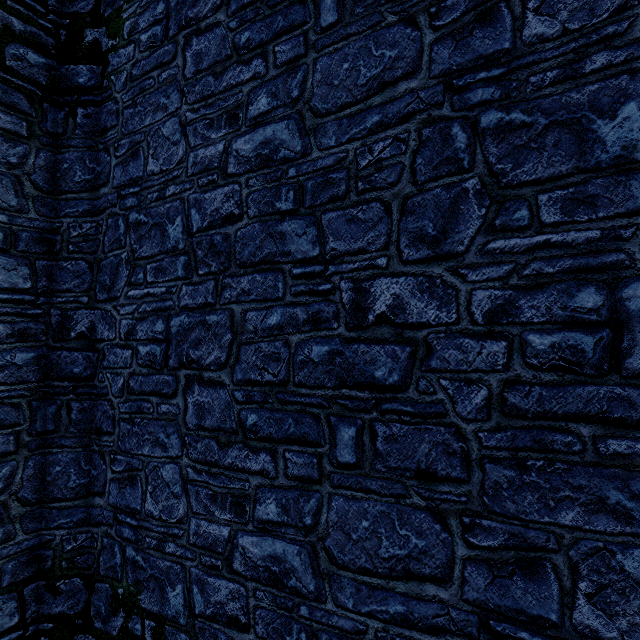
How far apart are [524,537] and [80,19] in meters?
6.9
